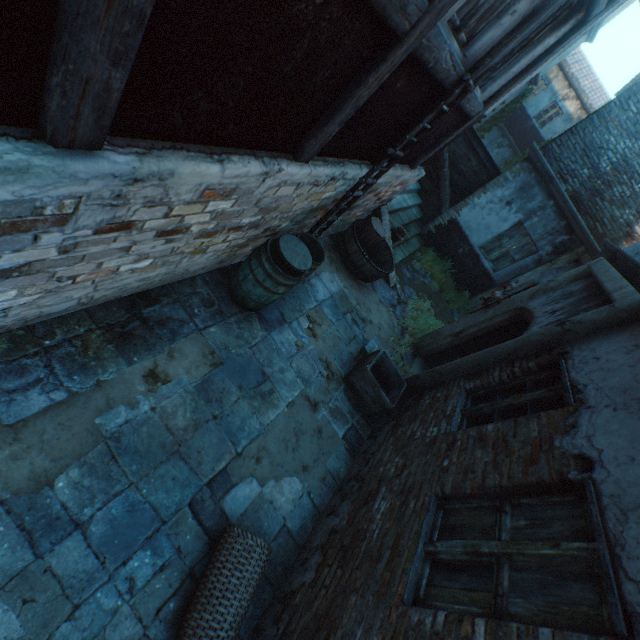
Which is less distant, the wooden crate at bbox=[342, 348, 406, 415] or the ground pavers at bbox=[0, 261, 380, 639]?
the ground pavers at bbox=[0, 261, 380, 639]

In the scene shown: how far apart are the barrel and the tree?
9.96m

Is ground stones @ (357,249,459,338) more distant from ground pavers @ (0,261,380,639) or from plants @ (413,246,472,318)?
ground pavers @ (0,261,380,639)

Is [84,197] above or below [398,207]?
above

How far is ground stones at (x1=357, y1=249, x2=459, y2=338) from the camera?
7.5m

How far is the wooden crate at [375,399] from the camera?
4.98m

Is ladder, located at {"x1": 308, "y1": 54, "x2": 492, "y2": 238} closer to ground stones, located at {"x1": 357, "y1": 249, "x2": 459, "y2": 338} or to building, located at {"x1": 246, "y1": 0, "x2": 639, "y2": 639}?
building, located at {"x1": 246, "y1": 0, "x2": 639, "y2": 639}

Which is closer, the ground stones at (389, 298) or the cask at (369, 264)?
the cask at (369, 264)
